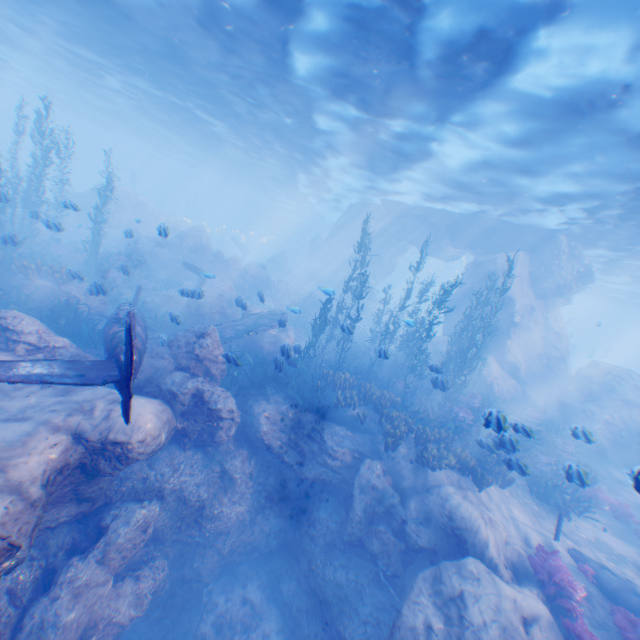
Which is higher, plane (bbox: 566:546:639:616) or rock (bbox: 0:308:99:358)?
rock (bbox: 0:308:99:358)

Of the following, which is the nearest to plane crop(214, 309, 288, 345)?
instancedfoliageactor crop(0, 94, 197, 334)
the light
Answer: instancedfoliageactor crop(0, 94, 197, 334)

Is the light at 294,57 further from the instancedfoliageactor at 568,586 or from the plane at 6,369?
the plane at 6,369

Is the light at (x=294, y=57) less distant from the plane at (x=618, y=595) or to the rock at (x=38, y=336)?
the rock at (x=38, y=336)

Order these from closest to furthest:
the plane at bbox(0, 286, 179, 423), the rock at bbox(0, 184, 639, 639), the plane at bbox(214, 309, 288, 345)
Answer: the plane at bbox(0, 286, 179, 423) < the rock at bbox(0, 184, 639, 639) < the plane at bbox(214, 309, 288, 345)

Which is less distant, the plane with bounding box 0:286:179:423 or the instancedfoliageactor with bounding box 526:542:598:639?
the plane with bounding box 0:286:179:423

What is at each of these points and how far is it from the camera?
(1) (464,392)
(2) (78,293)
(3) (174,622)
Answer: (1) instancedfoliageactor, 16.9 meters
(2) rock, 13.3 meters
(3) rock, 10.4 meters
